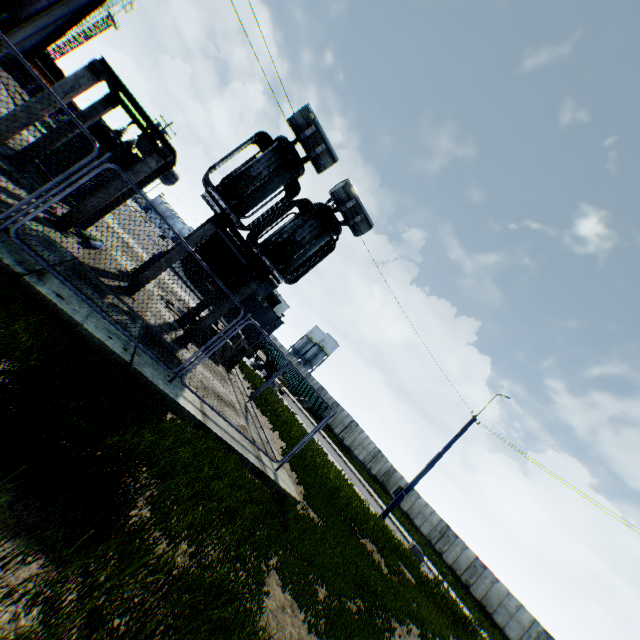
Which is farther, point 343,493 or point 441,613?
point 343,493

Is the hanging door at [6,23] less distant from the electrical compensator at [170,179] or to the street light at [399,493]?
the electrical compensator at [170,179]

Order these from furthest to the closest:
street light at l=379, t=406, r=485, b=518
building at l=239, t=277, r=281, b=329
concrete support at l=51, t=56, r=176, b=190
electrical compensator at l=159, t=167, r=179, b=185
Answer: building at l=239, t=277, r=281, b=329, street light at l=379, t=406, r=485, b=518, electrical compensator at l=159, t=167, r=179, b=185, concrete support at l=51, t=56, r=176, b=190

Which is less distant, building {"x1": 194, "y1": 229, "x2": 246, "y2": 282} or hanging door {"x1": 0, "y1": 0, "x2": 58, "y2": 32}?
hanging door {"x1": 0, "y1": 0, "x2": 58, "y2": 32}

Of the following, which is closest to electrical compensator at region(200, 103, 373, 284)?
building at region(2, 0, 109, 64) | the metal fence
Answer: the metal fence

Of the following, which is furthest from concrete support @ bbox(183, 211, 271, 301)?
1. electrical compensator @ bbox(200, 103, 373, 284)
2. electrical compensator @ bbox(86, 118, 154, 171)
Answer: electrical compensator @ bbox(86, 118, 154, 171)

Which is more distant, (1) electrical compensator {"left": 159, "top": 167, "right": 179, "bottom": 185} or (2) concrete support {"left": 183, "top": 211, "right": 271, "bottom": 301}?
(1) electrical compensator {"left": 159, "top": 167, "right": 179, "bottom": 185}

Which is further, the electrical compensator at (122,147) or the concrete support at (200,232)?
the electrical compensator at (122,147)
